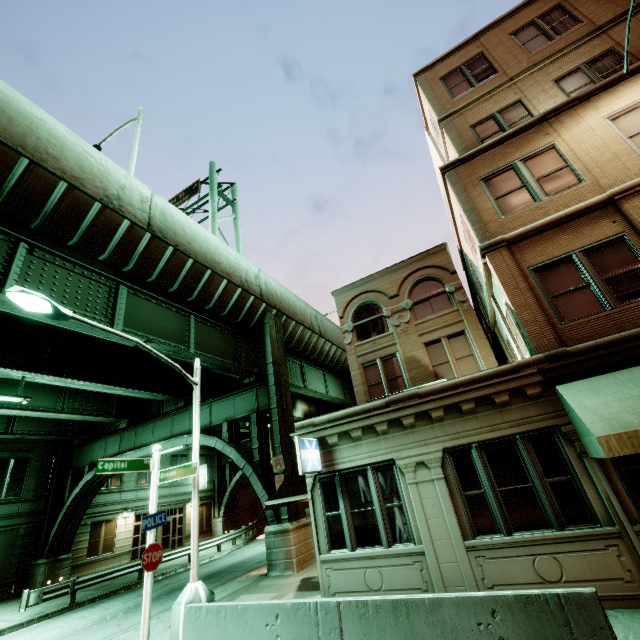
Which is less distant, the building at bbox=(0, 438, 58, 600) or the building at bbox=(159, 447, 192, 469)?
the building at bbox=(0, 438, 58, 600)

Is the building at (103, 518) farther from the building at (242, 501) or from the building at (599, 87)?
the building at (599, 87)

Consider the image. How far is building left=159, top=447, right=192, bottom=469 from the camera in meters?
31.9

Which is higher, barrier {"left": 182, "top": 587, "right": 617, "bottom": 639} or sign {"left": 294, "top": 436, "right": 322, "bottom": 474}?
sign {"left": 294, "top": 436, "right": 322, "bottom": 474}

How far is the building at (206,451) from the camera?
33.19m

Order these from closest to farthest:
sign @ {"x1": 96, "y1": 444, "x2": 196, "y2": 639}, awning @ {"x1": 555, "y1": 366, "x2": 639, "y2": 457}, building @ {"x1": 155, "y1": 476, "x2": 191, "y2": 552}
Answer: awning @ {"x1": 555, "y1": 366, "x2": 639, "y2": 457} → sign @ {"x1": 96, "y1": 444, "x2": 196, "y2": 639} → building @ {"x1": 155, "y1": 476, "x2": 191, "y2": 552}

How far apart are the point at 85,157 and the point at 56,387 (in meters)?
15.07

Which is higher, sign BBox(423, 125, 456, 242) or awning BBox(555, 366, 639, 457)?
sign BBox(423, 125, 456, 242)
